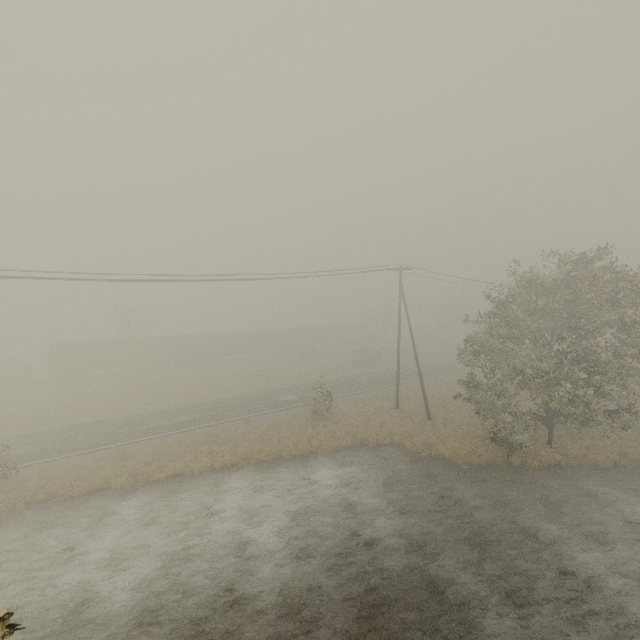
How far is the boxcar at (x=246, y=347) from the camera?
47.3 meters

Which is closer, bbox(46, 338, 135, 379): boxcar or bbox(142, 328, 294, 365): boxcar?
bbox(46, 338, 135, 379): boxcar

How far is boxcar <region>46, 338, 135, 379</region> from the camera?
40.5m

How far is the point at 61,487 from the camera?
16.4 meters

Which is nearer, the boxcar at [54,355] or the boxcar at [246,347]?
the boxcar at [54,355]
